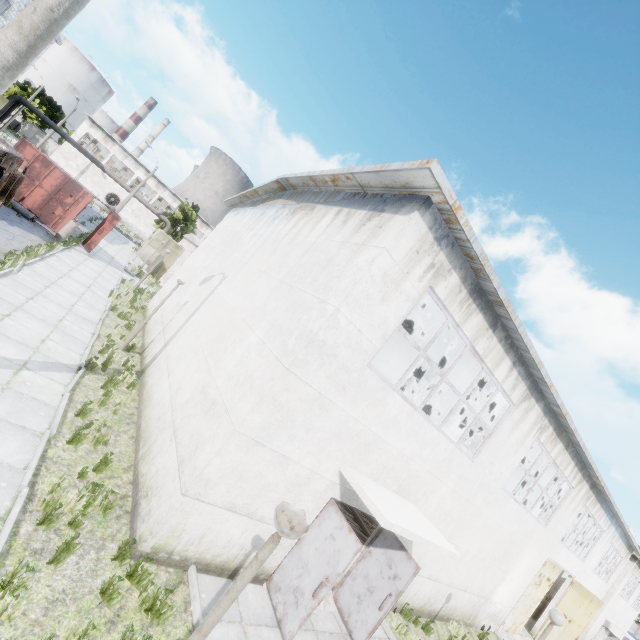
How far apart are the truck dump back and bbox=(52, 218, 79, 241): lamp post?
1.8 meters

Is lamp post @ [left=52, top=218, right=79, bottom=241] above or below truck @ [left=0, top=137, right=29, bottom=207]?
below

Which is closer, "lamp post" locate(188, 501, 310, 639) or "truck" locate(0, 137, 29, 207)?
"lamp post" locate(188, 501, 310, 639)

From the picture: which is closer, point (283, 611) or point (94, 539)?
point (94, 539)

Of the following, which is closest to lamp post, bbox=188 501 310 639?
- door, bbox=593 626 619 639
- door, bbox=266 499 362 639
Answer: door, bbox=266 499 362 639

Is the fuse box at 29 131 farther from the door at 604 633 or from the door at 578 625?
the door at 604 633

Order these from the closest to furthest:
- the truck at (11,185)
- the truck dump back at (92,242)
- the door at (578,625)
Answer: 1. the truck at (11,185)
2. the door at (578,625)
3. the truck dump back at (92,242)

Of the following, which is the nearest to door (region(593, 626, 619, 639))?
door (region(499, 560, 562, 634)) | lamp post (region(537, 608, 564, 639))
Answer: door (region(499, 560, 562, 634))
